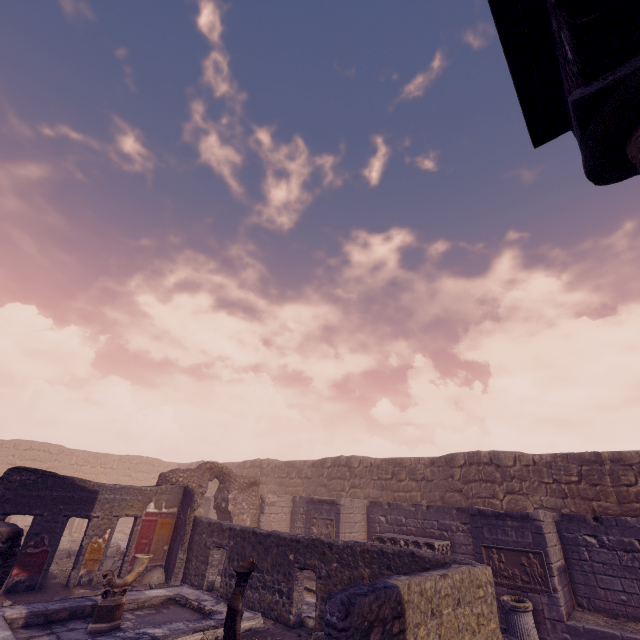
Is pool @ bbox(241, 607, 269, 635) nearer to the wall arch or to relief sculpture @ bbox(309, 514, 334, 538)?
the wall arch

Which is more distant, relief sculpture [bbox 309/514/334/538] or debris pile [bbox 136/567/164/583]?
relief sculpture [bbox 309/514/334/538]

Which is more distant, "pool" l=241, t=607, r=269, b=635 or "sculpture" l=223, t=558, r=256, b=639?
"pool" l=241, t=607, r=269, b=635

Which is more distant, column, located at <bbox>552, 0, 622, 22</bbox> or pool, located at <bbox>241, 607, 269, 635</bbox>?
pool, located at <bbox>241, 607, 269, 635</bbox>

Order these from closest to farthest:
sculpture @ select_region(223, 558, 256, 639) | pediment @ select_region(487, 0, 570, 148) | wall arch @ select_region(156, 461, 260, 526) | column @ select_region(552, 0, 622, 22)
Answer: column @ select_region(552, 0, 622, 22) → pediment @ select_region(487, 0, 570, 148) → sculpture @ select_region(223, 558, 256, 639) → wall arch @ select_region(156, 461, 260, 526)

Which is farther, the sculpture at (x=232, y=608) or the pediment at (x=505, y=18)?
the sculpture at (x=232, y=608)

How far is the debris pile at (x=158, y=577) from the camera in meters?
10.4

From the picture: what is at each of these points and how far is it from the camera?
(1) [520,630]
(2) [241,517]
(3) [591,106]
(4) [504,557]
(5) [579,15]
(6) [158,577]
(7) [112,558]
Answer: (1) column base, 7.6m
(2) wall arch, 14.9m
(3) column, 3.3m
(4) relief sculpture, 9.0m
(5) column, 2.7m
(6) debris pile, 10.7m
(7) debris pile, 10.7m
